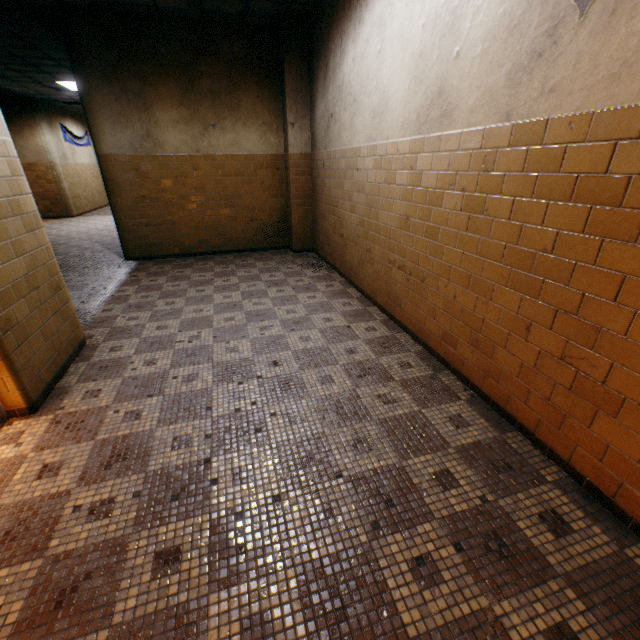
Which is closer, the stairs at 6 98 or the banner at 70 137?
the stairs at 6 98

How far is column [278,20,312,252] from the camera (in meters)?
5.62

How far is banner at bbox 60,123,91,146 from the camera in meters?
12.8

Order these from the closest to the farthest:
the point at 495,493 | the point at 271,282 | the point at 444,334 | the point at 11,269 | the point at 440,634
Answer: the point at 440,634, the point at 495,493, the point at 11,269, the point at 444,334, the point at 271,282

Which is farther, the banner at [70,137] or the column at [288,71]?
the banner at [70,137]

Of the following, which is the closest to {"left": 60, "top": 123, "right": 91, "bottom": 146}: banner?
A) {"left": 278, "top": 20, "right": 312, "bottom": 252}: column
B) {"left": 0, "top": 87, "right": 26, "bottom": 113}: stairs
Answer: {"left": 0, "top": 87, "right": 26, "bottom": 113}: stairs
